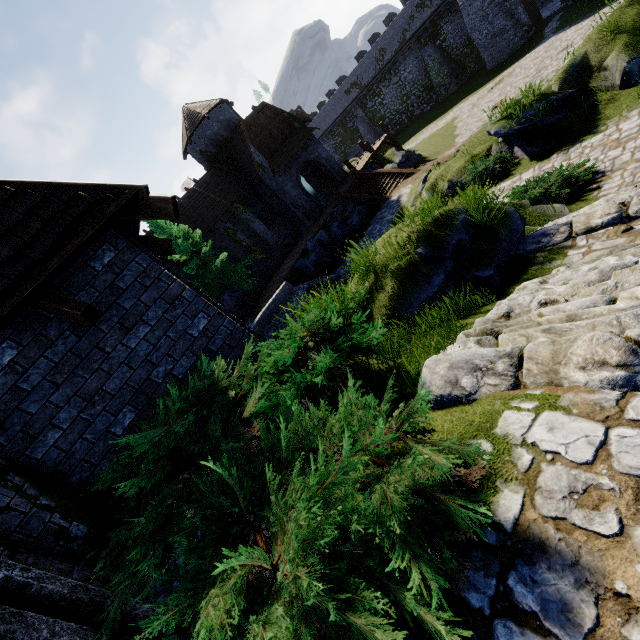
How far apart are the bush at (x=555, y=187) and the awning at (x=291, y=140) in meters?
18.5

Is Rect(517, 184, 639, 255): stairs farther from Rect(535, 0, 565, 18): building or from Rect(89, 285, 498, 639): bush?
Rect(535, 0, 565, 18): building

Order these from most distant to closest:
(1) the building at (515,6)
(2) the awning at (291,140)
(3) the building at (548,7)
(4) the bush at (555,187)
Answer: (3) the building at (548,7)
(1) the building at (515,6)
(2) the awning at (291,140)
(4) the bush at (555,187)

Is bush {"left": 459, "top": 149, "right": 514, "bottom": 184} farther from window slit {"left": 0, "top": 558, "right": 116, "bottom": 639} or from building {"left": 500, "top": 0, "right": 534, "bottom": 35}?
building {"left": 500, "top": 0, "right": 534, "bottom": 35}

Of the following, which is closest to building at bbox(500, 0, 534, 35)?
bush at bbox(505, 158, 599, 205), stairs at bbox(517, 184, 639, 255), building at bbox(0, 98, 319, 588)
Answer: building at bbox(0, 98, 319, 588)

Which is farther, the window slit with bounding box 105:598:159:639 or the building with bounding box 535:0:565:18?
the building with bounding box 535:0:565:18

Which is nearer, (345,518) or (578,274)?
(345,518)

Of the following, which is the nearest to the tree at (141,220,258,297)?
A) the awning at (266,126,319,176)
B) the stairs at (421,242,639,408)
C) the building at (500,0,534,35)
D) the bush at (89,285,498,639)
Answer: the awning at (266,126,319,176)
